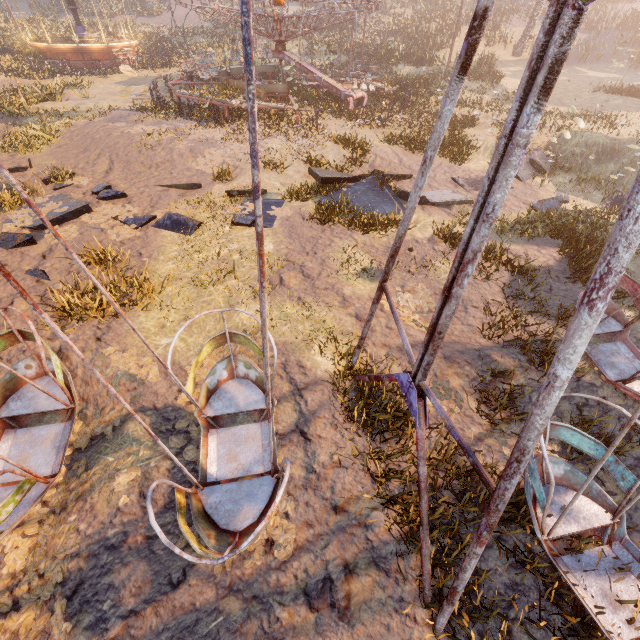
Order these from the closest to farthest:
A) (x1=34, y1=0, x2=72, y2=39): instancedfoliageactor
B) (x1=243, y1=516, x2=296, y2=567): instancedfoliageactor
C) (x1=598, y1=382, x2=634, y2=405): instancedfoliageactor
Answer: (x1=243, y1=516, x2=296, y2=567): instancedfoliageactor
(x1=598, y1=382, x2=634, y2=405): instancedfoliageactor
(x1=34, y1=0, x2=72, y2=39): instancedfoliageactor

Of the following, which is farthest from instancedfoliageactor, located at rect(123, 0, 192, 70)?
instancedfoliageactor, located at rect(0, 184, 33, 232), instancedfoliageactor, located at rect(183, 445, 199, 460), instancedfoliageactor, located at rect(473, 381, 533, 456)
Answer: instancedfoliageactor, located at rect(473, 381, 533, 456)

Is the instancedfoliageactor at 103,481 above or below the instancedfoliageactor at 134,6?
below

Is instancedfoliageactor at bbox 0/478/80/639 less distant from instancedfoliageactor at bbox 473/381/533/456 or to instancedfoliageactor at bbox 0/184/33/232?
instancedfoliageactor at bbox 473/381/533/456

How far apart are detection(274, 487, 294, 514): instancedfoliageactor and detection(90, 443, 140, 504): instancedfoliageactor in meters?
0.9 m

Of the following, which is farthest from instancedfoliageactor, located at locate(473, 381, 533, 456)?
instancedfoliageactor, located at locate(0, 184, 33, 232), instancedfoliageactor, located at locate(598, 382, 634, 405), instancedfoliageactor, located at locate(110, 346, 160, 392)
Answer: instancedfoliageactor, located at locate(0, 184, 33, 232)

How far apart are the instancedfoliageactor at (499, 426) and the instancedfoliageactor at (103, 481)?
4.6 meters

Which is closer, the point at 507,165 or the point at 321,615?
the point at 507,165
